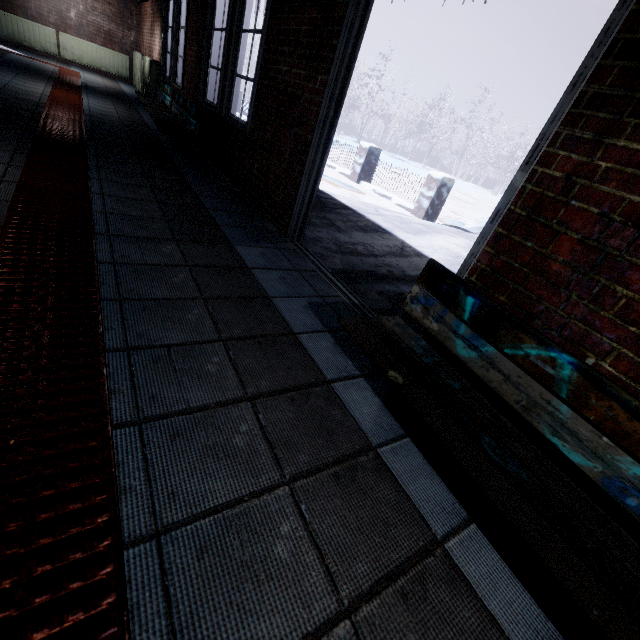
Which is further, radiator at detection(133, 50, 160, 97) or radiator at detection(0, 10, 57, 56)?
radiator at detection(0, 10, 57, 56)

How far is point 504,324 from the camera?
1.28m

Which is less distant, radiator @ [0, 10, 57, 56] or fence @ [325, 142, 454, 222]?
fence @ [325, 142, 454, 222]

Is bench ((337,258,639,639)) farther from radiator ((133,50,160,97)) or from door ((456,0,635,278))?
radiator ((133,50,160,97))

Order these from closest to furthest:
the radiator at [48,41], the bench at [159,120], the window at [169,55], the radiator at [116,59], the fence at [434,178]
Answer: the window at [169,55] < the bench at [159,120] < the fence at [434,178] < the radiator at [48,41] < the radiator at [116,59]

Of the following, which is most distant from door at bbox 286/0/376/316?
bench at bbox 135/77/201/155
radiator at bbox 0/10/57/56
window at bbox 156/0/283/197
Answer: radiator at bbox 0/10/57/56

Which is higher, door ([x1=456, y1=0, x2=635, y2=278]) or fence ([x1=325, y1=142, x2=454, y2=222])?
door ([x1=456, y1=0, x2=635, y2=278])

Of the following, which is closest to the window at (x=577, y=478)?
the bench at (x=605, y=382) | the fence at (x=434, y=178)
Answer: the bench at (x=605, y=382)
